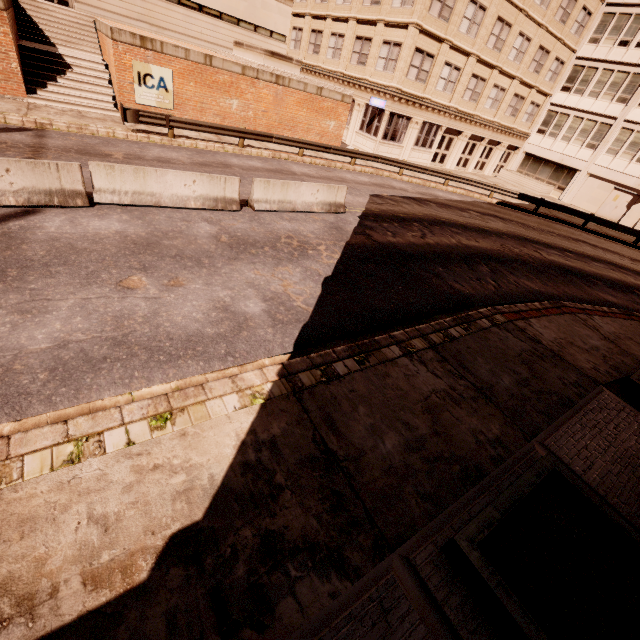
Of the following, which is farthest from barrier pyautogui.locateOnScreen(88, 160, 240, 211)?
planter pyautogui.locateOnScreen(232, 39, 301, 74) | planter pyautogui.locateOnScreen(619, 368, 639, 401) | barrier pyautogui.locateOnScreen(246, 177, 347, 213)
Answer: planter pyautogui.locateOnScreen(232, 39, 301, 74)

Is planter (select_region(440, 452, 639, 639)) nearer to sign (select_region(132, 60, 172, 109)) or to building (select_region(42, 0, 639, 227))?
sign (select_region(132, 60, 172, 109))

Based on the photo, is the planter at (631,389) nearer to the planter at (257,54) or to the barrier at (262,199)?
the barrier at (262,199)

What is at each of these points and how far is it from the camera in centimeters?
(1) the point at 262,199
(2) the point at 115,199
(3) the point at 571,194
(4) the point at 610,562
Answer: (1) barrier, 1108cm
(2) barrier, 883cm
(3) building, 3247cm
(4) planter, 408cm

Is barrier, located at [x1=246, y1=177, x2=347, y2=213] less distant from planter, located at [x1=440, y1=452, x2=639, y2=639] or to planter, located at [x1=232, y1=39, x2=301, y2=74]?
planter, located at [x1=440, y1=452, x2=639, y2=639]

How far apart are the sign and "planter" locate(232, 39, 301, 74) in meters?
5.4

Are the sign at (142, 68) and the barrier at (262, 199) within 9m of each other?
no

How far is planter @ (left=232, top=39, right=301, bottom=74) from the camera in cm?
1871
